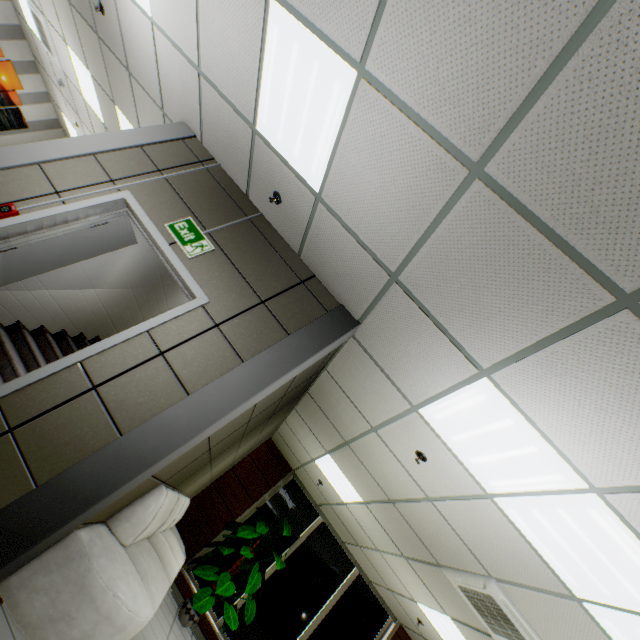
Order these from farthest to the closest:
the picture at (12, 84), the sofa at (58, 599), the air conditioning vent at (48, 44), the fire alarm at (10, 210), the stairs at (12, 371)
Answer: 1. the picture at (12, 84)
2. the air conditioning vent at (48, 44)
3. the stairs at (12, 371)
4. the fire alarm at (10, 210)
5. the sofa at (58, 599)

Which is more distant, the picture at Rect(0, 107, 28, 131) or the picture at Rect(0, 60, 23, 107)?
the picture at Rect(0, 107, 28, 131)

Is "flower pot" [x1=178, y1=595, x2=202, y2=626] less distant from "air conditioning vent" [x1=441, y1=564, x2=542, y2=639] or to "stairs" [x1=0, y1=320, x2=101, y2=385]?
"stairs" [x1=0, y1=320, x2=101, y2=385]

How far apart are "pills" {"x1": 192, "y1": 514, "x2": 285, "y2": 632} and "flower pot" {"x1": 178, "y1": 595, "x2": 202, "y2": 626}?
0.08m

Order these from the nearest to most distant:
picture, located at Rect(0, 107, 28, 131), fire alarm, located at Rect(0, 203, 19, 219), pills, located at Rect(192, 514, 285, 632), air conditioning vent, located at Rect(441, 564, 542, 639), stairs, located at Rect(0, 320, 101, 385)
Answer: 1. fire alarm, located at Rect(0, 203, 19, 219)
2. air conditioning vent, located at Rect(441, 564, 542, 639)
3. stairs, located at Rect(0, 320, 101, 385)
4. pills, located at Rect(192, 514, 285, 632)
5. picture, located at Rect(0, 107, 28, 131)

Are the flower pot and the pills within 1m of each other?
yes

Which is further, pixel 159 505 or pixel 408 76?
pixel 159 505

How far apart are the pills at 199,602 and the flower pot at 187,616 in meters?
0.1
